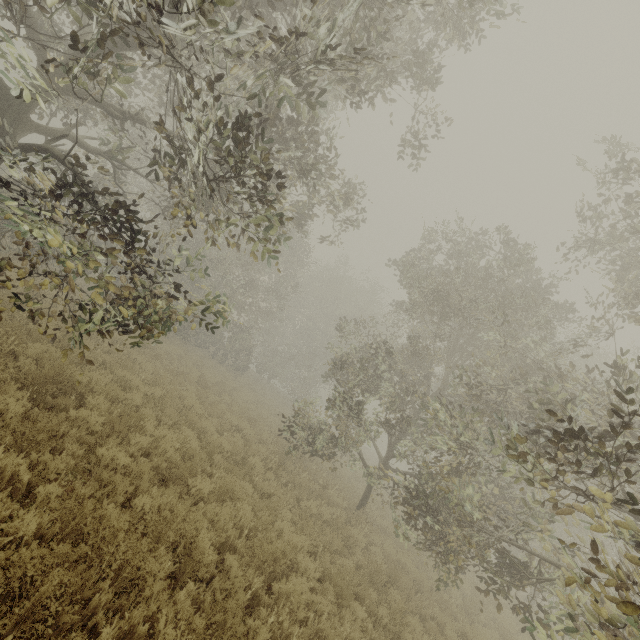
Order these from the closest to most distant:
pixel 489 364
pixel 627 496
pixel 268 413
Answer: pixel 627 496 < pixel 489 364 < pixel 268 413
